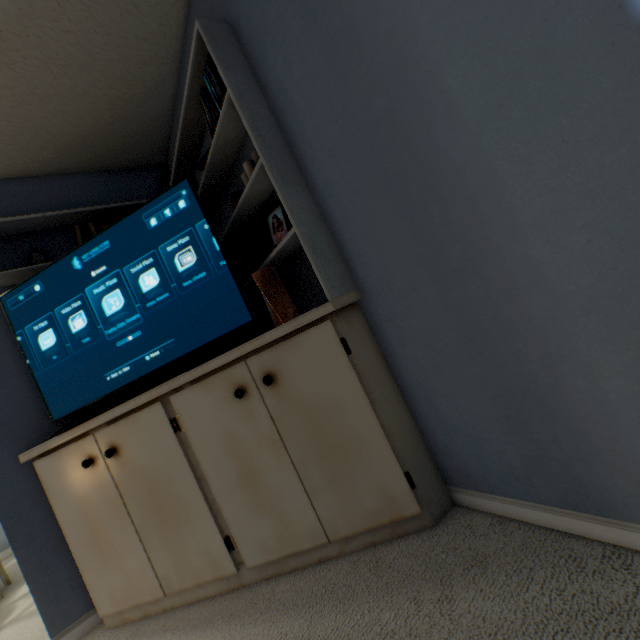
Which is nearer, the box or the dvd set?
the dvd set

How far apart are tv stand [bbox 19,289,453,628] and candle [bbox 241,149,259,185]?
0.6m

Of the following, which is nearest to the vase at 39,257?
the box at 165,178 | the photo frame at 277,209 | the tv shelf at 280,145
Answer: the tv shelf at 280,145

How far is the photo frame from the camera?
1.4m

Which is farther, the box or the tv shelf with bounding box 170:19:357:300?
the box

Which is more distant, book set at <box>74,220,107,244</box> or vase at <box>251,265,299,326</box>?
book set at <box>74,220,107,244</box>

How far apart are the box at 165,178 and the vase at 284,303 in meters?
1.3 m

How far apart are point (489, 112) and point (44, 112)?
2.1m
